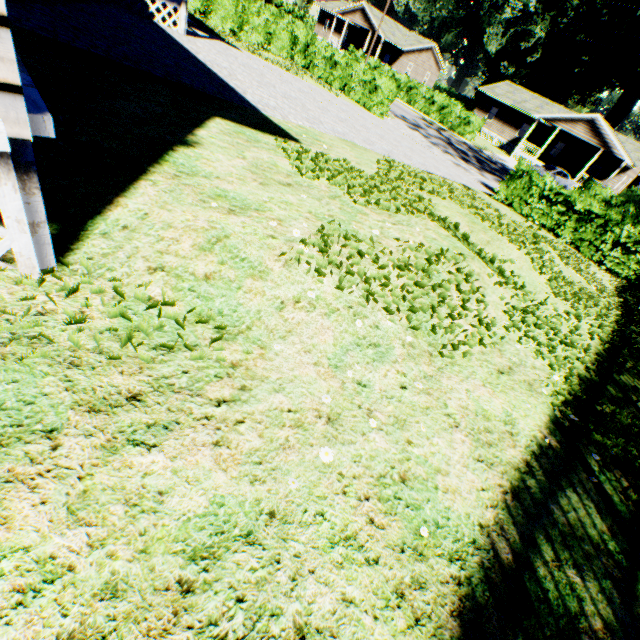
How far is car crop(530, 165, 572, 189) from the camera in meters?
30.8 m

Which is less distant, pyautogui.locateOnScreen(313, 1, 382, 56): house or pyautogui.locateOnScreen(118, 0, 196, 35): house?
pyautogui.locateOnScreen(118, 0, 196, 35): house

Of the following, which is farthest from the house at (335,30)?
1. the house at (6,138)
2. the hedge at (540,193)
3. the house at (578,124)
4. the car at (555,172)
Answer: the hedge at (540,193)

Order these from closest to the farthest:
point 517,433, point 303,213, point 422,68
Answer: point 517,433 < point 303,213 < point 422,68

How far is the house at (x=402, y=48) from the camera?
43.5 meters

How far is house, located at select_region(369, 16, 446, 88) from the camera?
43.5m

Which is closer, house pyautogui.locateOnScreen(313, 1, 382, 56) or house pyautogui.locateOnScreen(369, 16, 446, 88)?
house pyautogui.locateOnScreen(313, 1, 382, 56)
